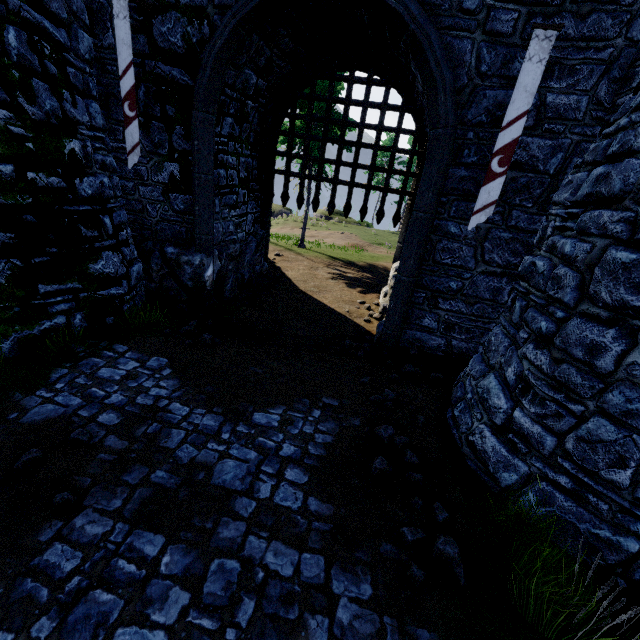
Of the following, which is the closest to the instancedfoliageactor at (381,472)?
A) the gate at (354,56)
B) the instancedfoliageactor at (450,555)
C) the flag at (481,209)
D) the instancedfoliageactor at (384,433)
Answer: the instancedfoliageactor at (384,433)

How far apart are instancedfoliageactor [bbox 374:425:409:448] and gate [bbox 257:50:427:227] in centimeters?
649cm

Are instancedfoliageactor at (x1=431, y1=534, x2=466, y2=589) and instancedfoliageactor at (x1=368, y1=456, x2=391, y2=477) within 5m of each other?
yes

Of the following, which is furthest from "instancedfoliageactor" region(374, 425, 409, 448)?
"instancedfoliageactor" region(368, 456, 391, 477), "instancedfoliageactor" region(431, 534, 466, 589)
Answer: "instancedfoliageactor" region(431, 534, 466, 589)

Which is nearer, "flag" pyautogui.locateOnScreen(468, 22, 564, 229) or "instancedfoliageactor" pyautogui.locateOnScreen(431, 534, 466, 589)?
"instancedfoliageactor" pyautogui.locateOnScreen(431, 534, 466, 589)

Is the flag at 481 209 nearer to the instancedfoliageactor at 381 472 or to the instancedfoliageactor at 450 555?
the instancedfoliageactor at 381 472

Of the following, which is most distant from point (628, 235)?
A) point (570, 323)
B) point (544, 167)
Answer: point (544, 167)

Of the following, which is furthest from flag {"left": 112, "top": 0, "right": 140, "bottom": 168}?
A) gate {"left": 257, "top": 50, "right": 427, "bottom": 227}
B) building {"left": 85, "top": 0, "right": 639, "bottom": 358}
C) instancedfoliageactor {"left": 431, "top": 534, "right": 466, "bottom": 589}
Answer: instancedfoliageactor {"left": 431, "top": 534, "right": 466, "bottom": 589}
